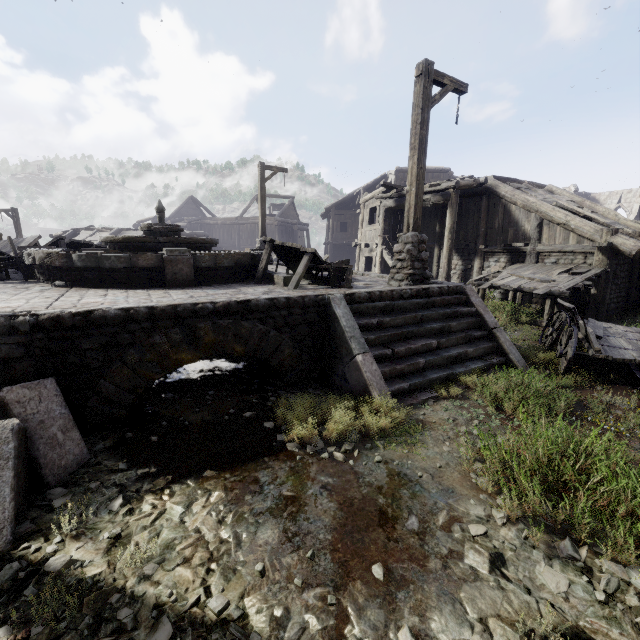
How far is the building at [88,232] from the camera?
24.2m

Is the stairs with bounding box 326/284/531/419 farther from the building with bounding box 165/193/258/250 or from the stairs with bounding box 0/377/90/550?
the stairs with bounding box 0/377/90/550

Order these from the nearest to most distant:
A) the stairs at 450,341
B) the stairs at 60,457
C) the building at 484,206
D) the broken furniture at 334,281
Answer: the stairs at 60,457, the stairs at 450,341, the broken furniture at 334,281, the building at 484,206

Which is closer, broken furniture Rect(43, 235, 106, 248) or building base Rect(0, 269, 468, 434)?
building base Rect(0, 269, 468, 434)

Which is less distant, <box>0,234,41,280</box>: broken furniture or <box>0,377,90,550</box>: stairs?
<box>0,377,90,550</box>: stairs

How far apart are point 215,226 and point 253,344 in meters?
34.9

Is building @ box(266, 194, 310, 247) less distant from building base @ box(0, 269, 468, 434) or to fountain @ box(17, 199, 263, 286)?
building base @ box(0, 269, 468, 434)

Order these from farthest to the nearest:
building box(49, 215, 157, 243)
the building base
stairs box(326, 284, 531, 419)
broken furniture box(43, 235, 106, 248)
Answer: building box(49, 215, 157, 243) < broken furniture box(43, 235, 106, 248) < stairs box(326, 284, 531, 419) < the building base
